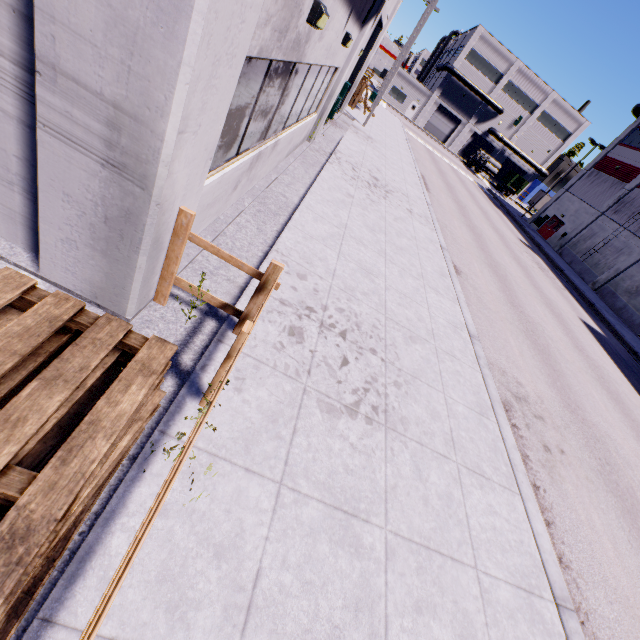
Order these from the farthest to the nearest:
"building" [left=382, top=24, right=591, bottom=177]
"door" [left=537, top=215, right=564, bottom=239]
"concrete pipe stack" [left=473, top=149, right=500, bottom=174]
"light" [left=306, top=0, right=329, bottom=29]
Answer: "building" [left=382, top=24, right=591, bottom=177] → "concrete pipe stack" [left=473, top=149, right=500, bottom=174] → "door" [left=537, top=215, right=564, bottom=239] → "light" [left=306, top=0, right=329, bottom=29]

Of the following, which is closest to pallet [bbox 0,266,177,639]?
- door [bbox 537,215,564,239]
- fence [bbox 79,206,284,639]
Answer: fence [bbox 79,206,284,639]

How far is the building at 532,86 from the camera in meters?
51.4 m

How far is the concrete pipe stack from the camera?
49.91m

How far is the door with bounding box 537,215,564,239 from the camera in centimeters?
3638cm

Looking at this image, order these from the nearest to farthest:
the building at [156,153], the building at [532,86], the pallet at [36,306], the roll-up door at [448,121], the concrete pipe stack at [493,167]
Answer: the pallet at [36,306]
the building at [156,153]
the concrete pipe stack at [493,167]
the building at [532,86]
the roll-up door at [448,121]

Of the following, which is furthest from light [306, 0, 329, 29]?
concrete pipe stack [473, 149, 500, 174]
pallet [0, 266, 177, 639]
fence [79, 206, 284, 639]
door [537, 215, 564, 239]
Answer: concrete pipe stack [473, 149, 500, 174]

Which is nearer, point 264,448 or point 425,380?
point 264,448
